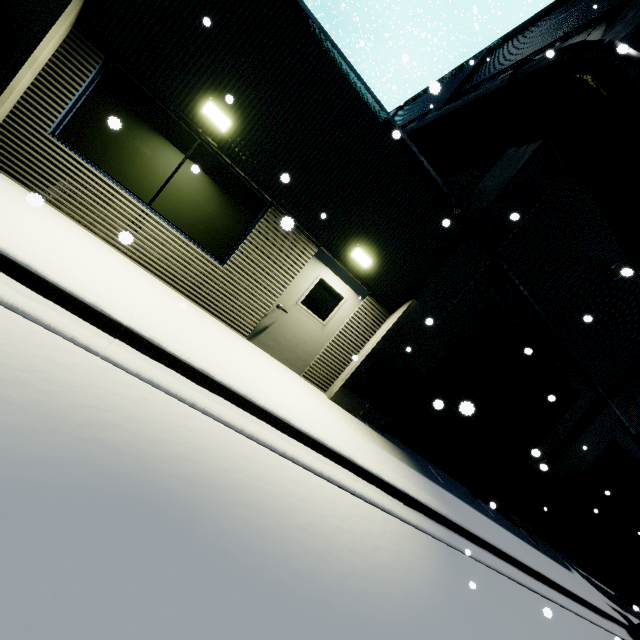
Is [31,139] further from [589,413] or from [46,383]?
[589,413]

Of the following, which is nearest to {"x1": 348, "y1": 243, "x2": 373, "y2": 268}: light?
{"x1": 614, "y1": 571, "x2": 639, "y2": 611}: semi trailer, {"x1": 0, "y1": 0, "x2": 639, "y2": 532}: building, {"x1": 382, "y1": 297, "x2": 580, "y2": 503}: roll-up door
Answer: {"x1": 0, "y1": 0, "x2": 639, "y2": 532}: building

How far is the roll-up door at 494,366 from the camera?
8.5m

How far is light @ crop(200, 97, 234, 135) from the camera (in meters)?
5.04

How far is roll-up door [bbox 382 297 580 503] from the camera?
8.5 meters

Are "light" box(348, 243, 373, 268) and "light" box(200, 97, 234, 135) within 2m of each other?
no

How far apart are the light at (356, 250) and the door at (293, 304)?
0.2m

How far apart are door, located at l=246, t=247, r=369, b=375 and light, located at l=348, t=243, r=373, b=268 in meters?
Answer: 0.2
